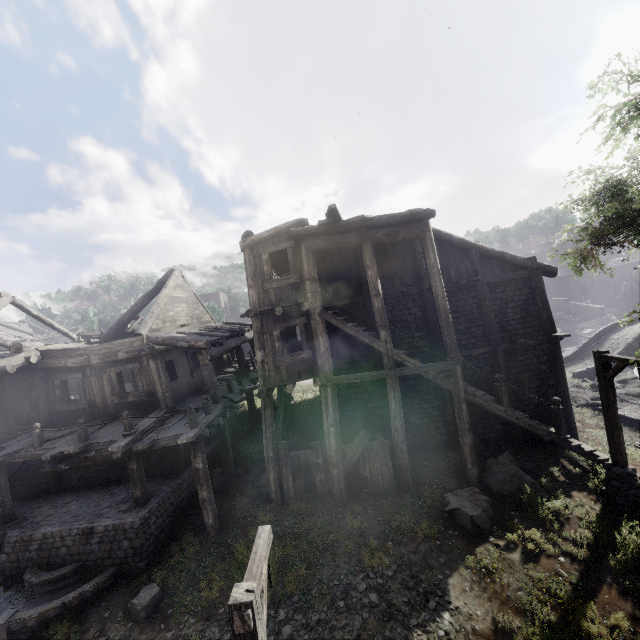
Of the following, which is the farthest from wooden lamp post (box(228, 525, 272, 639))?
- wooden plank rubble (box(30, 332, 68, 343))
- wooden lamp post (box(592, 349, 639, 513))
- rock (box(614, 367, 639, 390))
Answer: wooden plank rubble (box(30, 332, 68, 343))

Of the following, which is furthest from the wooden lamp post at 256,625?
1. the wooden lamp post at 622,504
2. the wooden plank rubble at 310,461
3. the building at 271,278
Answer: the wooden lamp post at 622,504

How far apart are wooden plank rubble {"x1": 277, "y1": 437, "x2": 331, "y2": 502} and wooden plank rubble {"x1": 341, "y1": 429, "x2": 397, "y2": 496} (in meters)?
0.49

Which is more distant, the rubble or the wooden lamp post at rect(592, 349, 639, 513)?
the rubble

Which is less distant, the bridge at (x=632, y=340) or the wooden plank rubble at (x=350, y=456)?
the wooden plank rubble at (x=350, y=456)

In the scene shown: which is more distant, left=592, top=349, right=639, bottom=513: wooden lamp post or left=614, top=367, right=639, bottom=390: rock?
left=614, top=367, right=639, bottom=390: rock

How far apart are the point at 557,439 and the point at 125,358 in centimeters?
1641cm

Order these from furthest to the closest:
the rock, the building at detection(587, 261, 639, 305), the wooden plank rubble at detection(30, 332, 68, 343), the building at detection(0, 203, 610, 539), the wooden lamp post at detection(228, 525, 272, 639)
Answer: the building at detection(587, 261, 639, 305), the wooden plank rubble at detection(30, 332, 68, 343), the rock, the building at detection(0, 203, 610, 539), the wooden lamp post at detection(228, 525, 272, 639)
